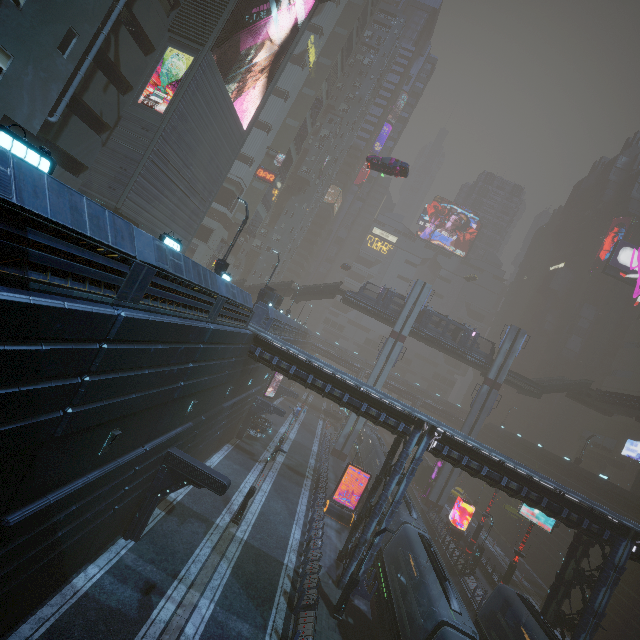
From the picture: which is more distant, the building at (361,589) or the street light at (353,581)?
the building at (361,589)

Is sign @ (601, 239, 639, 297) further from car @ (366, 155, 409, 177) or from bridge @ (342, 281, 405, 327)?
car @ (366, 155, 409, 177)

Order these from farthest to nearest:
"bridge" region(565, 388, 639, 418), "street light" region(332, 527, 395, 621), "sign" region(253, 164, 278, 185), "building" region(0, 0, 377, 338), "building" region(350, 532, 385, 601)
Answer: "sign" region(253, 164, 278, 185)
"bridge" region(565, 388, 639, 418)
"building" region(350, 532, 385, 601)
"street light" region(332, 527, 395, 621)
"building" region(0, 0, 377, 338)

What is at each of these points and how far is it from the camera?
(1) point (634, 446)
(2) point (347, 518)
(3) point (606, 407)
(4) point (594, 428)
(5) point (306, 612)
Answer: (1) sign, 50.5m
(2) sign, 28.0m
(3) bridge, 44.8m
(4) building, 59.1m
(5) building, 16.8m

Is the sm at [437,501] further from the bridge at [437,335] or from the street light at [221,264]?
the street light at [221,264]

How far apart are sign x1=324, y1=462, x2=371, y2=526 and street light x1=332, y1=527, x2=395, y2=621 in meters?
9.6

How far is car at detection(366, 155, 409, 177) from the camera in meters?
31.5

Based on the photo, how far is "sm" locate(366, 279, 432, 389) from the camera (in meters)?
44.12
